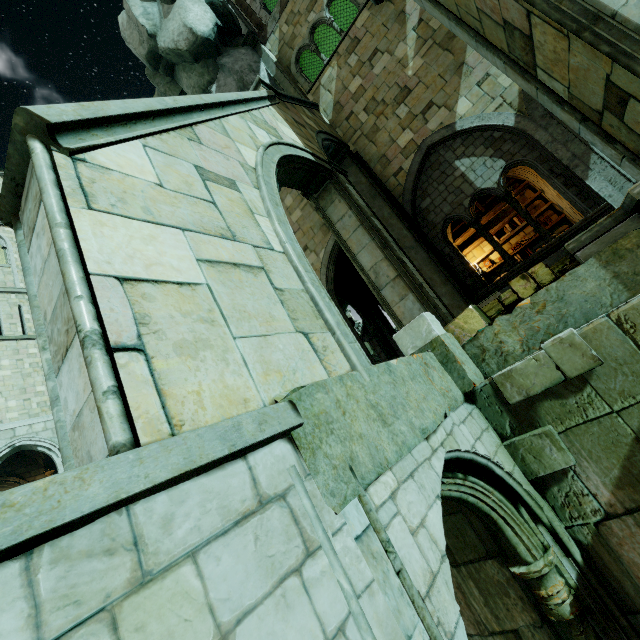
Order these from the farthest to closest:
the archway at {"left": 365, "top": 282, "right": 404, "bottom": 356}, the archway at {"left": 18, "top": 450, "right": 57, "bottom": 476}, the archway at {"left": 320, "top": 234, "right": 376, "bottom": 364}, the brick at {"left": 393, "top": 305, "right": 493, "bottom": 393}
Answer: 1. the archway at {"left": 18, "top": 450, "right": 57, "bottom": 476}
2. the archway at {"left": 365, "top": 282, "right": 404, "bottom": 356}
3. the archway at {"left": 320, "top": 234, "right": 376, "bottom": 364}
4. the brick at {"left": 393, "top": 305, "right": 493, "bottom": 393}

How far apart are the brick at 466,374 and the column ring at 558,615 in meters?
2.0 m

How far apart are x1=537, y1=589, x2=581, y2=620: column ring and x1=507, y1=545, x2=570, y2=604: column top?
0.01m

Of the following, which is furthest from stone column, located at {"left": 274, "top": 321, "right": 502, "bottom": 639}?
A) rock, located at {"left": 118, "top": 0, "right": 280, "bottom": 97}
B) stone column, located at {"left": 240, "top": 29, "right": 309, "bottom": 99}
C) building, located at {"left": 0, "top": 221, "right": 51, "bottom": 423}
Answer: building, located at {"left": 0, "top": 221, "right": 51, "bottom": 423}

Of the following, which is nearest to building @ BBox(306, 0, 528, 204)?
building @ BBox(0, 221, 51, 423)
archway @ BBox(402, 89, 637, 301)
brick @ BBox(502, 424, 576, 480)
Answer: archway @ BBox(402, 89, 637, 301)

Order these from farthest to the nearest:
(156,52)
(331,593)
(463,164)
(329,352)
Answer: (156,52)
(463,164)
(329,352)
(331,593)

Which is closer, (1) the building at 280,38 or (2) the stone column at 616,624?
(2) the stone column at 616,624

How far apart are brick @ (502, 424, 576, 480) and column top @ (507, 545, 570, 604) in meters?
0.7 m
